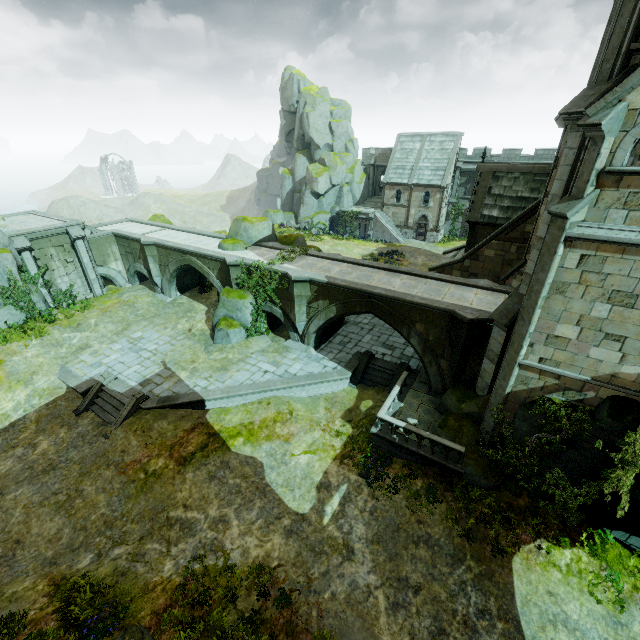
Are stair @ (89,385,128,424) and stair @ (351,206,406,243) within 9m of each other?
no

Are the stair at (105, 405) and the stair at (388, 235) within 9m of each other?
no

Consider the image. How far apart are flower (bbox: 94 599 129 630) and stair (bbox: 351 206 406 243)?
43.7m

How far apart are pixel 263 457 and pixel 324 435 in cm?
308

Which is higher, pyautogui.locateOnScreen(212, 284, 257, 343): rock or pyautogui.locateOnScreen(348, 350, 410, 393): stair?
pyautogui.locateOnScreen(212, 284, 257, 343): rock

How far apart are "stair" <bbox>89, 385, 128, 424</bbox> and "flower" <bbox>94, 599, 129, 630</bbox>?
7.98m

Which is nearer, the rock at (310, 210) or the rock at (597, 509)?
the rock at (597, 509)

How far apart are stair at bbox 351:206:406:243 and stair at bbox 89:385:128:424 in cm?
3834
